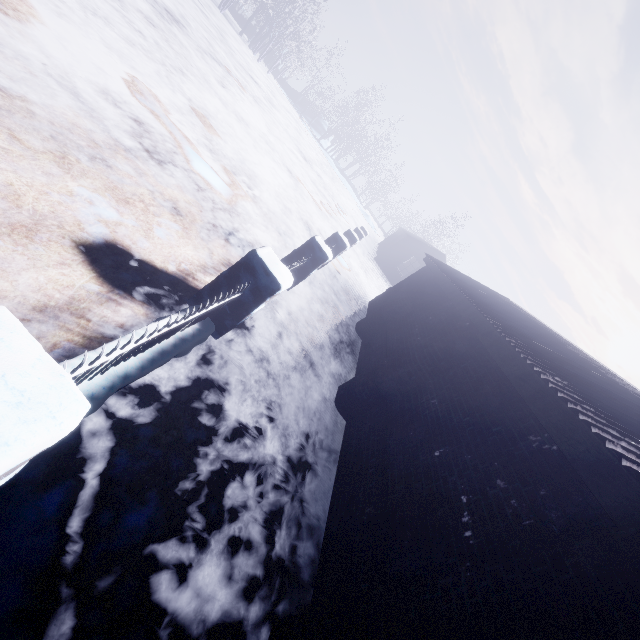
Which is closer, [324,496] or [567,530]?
[567,530]
